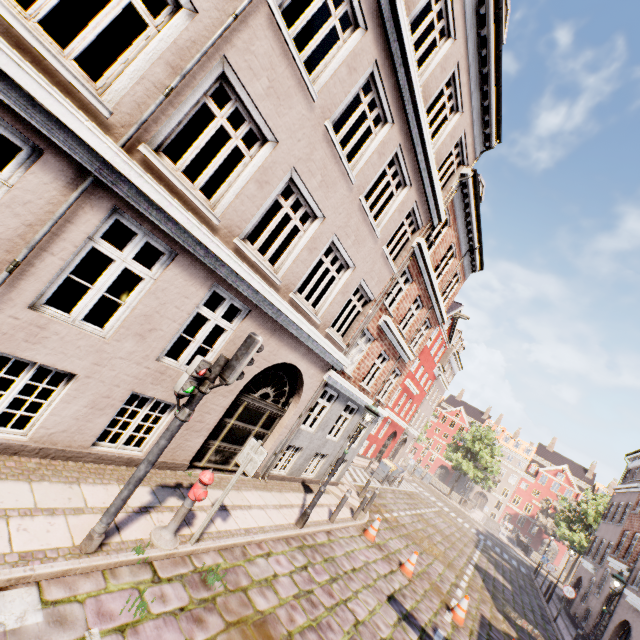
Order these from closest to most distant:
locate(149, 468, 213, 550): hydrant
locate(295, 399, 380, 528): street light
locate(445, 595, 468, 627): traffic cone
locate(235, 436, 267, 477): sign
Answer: locate(149, 468, 213, 550): hydrant, locate(235, 436, 267, 477): sign, locate(295, 399, 380, 528): street light, locate(445, 595, 468, 627): traffic cone

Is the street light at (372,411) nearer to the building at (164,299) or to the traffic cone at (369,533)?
the building at (164,299)

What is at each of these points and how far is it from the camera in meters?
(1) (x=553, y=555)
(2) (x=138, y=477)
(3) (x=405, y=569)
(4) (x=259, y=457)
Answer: (1) building, 55.4 m
(2) traffic light pole, 4.2 m
(3) traffic cone, 10.2 m
(4) sign, 5.6 m

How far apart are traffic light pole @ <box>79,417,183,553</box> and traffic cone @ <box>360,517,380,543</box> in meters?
9.2

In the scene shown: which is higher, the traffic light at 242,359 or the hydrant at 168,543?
the traffic light at 242,359

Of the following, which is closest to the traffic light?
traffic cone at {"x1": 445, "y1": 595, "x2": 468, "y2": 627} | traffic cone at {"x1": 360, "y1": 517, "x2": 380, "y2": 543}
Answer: traffic cone at {"x1": 360, "y1": 517, "x2": 380, "y2": 543}

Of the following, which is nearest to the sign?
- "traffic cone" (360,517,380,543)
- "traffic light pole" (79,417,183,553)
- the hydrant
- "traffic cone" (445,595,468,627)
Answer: the hydrant

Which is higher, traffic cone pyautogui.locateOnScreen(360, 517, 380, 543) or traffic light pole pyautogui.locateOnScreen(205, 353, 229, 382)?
traffic light pole pyautogui.locateOnScreen(205, 353, 229, 382)
